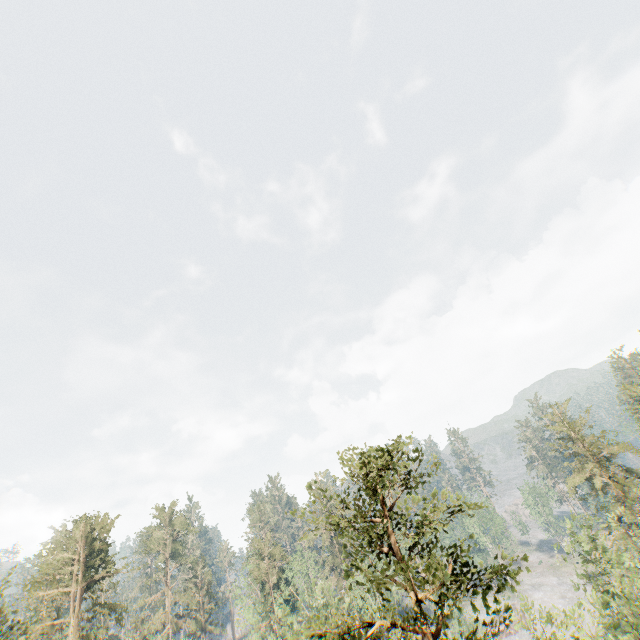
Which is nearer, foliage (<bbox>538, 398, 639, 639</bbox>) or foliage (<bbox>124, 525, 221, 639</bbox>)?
foliage (<bbox>538, 398, 639, 639</bbox>)

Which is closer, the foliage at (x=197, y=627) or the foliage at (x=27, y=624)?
the foliage at (x=27, y=624)

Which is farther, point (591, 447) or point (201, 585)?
Answer: point (201, 585)

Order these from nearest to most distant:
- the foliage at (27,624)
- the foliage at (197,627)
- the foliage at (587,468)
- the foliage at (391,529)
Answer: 1. the foliage at (391,529)
2. the foliage at (587,468)
3. the foliage at (27,624)
4. the foliage at (197,627)

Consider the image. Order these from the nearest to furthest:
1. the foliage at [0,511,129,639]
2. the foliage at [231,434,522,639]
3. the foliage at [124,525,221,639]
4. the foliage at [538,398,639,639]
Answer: the foliage at [231,434,522,639] < the foliage at [538,398,639,639] < the foliage at [0,511,129,639] < the foliage at [124,525,221,639]
